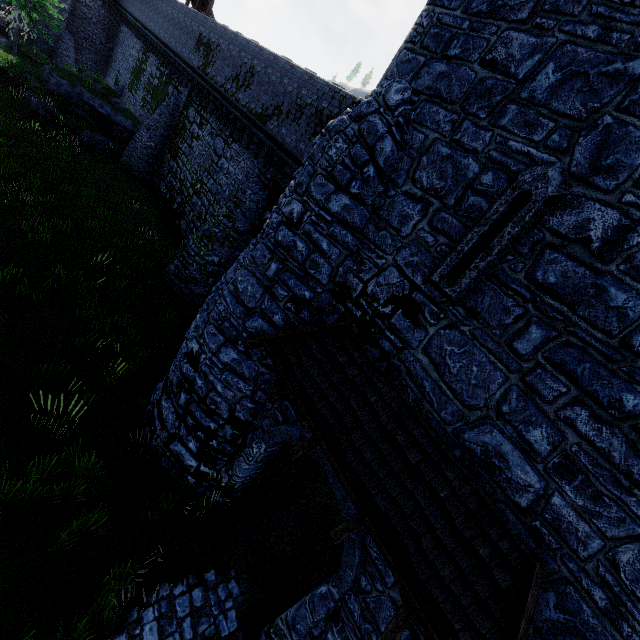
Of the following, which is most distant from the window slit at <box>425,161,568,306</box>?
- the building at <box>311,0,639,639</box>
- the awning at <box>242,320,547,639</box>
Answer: the awning at <box>242,320,547,639</box>

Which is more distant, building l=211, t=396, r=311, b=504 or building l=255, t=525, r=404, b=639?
building l=211, t=396, r=311, b=504

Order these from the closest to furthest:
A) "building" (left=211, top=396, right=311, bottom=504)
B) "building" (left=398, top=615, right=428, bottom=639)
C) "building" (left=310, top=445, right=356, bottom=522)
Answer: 1. "building" (left=398, top=615, right=428, bottom=639)
2. "building" (left=310, top=445, right=356, bottom=522)
3. "building" (left=211, top=396, right=311, bottom=504)

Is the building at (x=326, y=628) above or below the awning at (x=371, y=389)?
below

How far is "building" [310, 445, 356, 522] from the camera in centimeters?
578cm

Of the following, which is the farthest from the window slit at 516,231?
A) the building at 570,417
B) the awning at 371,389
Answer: the awning at 371,389

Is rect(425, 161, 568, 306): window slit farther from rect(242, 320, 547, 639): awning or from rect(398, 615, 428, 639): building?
rect(242, 320, 547, 639): awning

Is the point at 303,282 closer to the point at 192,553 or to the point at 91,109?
the point at 192,553
